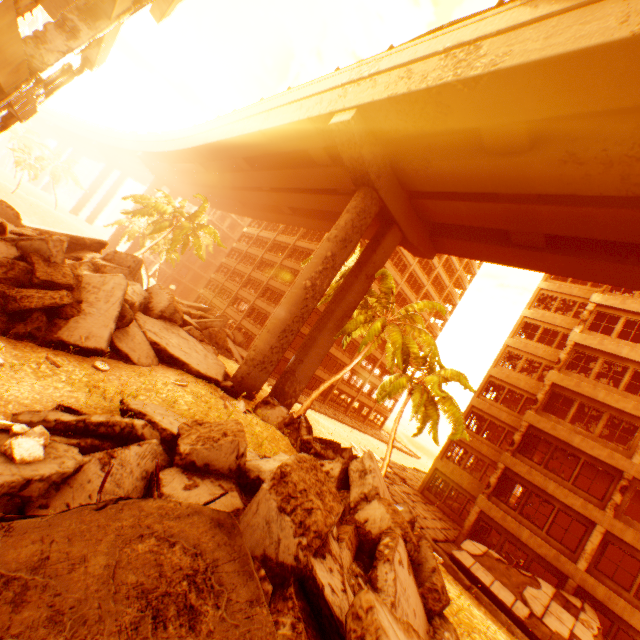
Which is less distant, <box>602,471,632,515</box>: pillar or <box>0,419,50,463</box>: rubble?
<box>0,419,50,463</box>: rubble

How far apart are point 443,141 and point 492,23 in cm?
470

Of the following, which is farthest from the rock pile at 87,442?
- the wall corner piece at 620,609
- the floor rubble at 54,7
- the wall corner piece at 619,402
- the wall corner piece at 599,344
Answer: the wall corner piece at 599,344

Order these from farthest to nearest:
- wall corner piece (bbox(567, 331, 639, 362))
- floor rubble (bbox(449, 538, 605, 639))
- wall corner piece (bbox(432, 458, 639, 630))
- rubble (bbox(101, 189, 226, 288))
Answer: rubble (bbox(101, 189, 226, 288))
wall corner piece (bbox(567, 331, 639, 362))
wall corner piece (bbox(432, 458, 639, 630))
floor rubble (bbox(449, 538, 605, 639))

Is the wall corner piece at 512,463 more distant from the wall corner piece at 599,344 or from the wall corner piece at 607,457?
the wall corner piece at 599,344

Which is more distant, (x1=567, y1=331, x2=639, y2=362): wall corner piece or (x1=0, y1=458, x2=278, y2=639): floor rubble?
(x1=567, y1=331, x2=639, y2=362): wall corner piece

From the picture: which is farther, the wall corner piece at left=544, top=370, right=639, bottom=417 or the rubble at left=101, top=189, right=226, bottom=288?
the rubble at left=101, top=189, right=226, bottom=288

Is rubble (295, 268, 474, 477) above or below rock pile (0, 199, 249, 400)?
above
